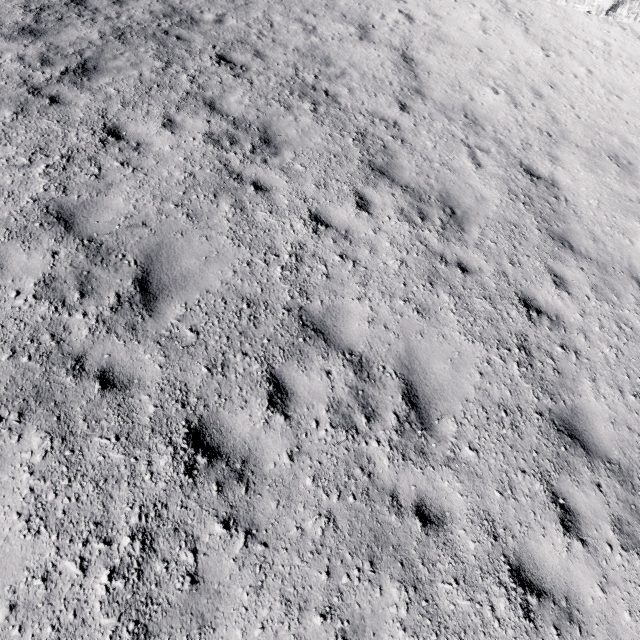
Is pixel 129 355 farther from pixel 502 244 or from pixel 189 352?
pixel 502 244
